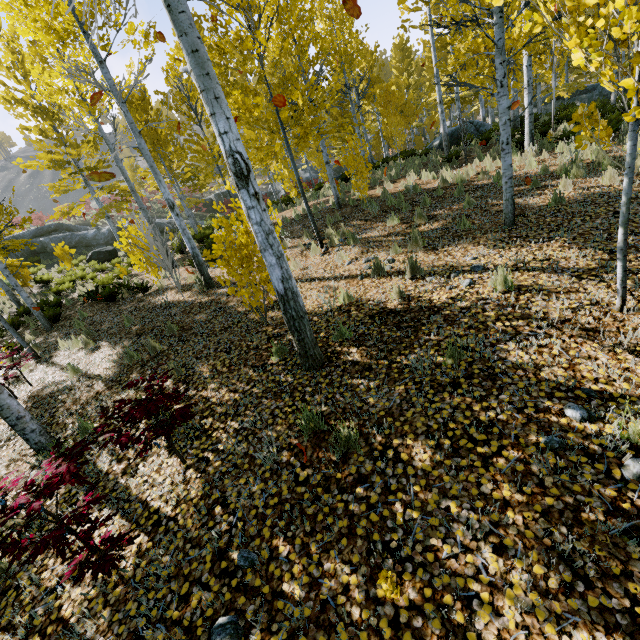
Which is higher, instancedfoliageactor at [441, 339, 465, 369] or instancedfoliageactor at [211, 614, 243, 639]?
instancedfoliageactor at [441, 339, 465, 369]

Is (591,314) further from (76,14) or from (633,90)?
(76,14)

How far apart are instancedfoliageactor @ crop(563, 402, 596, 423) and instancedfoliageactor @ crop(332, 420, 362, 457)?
1.8m

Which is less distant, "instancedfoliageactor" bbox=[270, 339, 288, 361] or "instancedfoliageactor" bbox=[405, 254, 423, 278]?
"instancedfoliageactor" bbox=[270, 339, 288, 361]

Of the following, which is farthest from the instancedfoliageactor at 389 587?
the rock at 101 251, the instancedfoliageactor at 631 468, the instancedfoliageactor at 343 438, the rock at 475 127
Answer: the rock at 101 251

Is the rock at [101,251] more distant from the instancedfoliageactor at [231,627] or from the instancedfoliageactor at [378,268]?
the instancedfoliageactor at [231,627]

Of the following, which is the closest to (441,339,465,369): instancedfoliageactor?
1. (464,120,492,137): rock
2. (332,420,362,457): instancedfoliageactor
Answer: (464,120,492,137): rock

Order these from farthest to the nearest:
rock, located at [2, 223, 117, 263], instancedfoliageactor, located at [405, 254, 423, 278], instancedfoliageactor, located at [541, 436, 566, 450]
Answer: rock, located at [2, 223, 117, 263]
instancedfoliageactor, located at [405, 254, 423, 278]
instancedfoliageactor, located at [541, 436, 566, 450]
